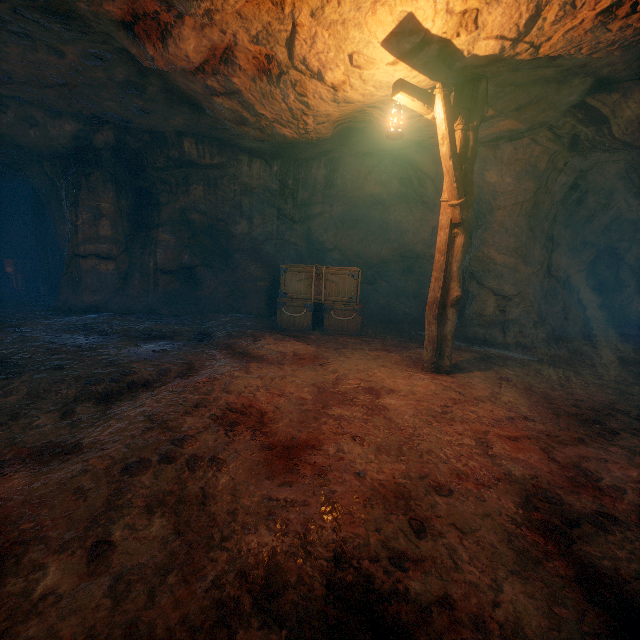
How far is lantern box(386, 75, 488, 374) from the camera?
4.41m

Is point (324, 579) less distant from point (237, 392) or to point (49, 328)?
point (237, 392)

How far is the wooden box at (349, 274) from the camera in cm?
816

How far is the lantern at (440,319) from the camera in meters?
4.4 m

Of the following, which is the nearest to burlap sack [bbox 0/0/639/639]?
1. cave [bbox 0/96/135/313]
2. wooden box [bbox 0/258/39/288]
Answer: cave [bbox 0/96/135/313]

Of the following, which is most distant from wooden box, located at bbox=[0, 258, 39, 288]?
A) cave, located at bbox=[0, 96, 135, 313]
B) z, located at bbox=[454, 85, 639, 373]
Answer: z, located at bbox=[454, 85, 639, 373]

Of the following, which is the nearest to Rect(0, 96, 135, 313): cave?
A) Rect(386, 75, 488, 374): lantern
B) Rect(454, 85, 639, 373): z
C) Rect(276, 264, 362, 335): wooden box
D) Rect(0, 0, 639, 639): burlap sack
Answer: Rect(0, 0, 639, 639): burlap sack

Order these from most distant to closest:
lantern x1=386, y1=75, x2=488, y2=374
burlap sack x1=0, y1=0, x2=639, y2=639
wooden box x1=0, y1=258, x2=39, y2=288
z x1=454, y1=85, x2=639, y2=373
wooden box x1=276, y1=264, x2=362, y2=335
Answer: wooden box x1=0, y1=258, x2=39, y2=288 → wooden box x1=276, y1=264, x2=362, y2=335 → z x1=454, y1=85, x2=639, y2=373 → lantern x1=386, y1=75, x2=488, y2=374 → burlap sack x1=0, y1=0, x2=639, y2=639
